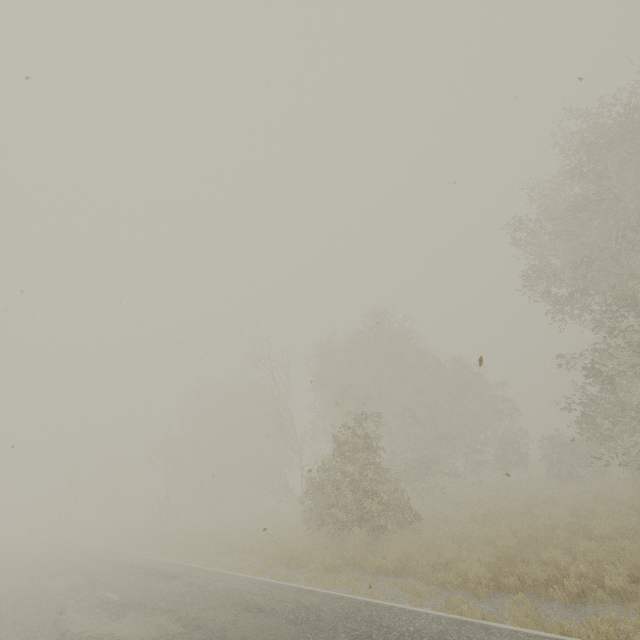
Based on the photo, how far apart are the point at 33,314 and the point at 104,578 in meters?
11.7 m
